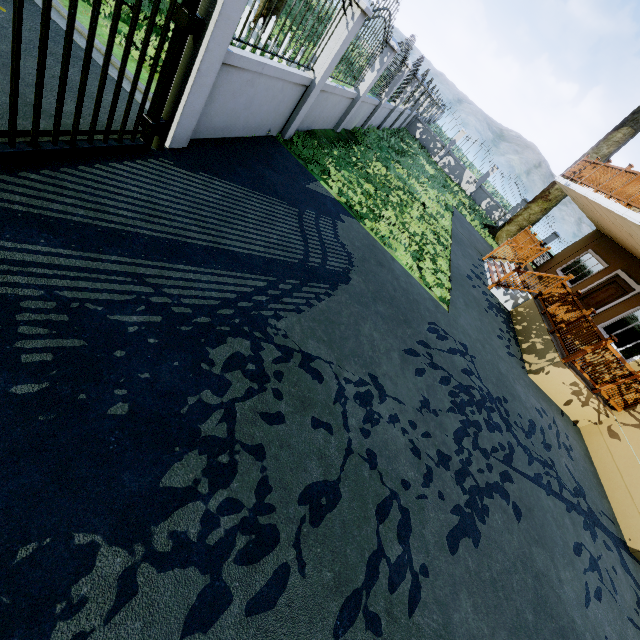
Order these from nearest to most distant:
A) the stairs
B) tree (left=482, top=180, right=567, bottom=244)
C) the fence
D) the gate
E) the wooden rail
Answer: the gate → the fence → the wooden rail → the stairs → tree (left=482, top=180, right=567, bottom=244)

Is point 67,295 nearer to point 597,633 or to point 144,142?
point 144,142

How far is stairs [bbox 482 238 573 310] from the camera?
10.1 meters

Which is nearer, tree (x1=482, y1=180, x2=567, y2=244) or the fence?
the fence

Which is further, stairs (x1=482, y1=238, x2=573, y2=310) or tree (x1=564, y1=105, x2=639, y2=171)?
tree (x1=564, y1=105, x2=639, y2=171)

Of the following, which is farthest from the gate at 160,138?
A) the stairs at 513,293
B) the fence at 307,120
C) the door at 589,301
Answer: the door at 589,301

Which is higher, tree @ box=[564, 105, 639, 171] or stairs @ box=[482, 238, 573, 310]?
tree @ box=[564, 105, 639, 171]

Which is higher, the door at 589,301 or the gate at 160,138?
the door at 589,301
